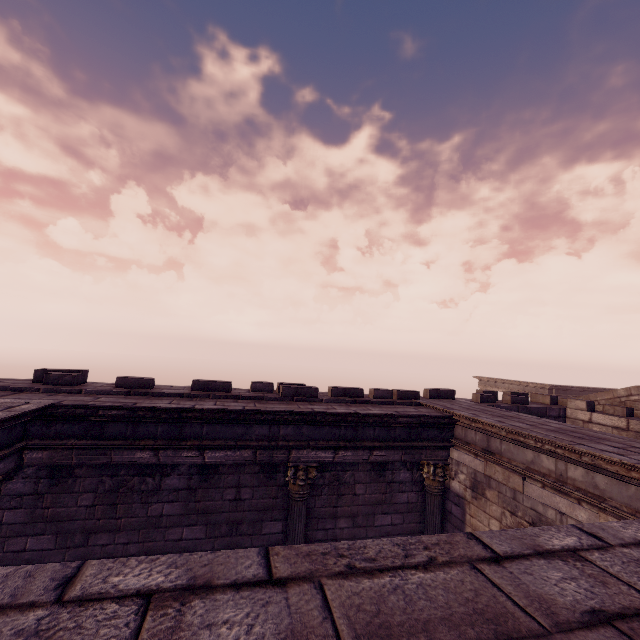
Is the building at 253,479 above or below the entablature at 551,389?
below

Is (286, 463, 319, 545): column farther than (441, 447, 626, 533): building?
Yes

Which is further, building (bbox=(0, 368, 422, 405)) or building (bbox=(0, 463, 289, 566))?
building (bbox=(0, 368, 422, 405))

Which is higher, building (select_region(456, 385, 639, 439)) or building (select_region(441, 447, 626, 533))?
building (select_region(456, 385, 639, 439))

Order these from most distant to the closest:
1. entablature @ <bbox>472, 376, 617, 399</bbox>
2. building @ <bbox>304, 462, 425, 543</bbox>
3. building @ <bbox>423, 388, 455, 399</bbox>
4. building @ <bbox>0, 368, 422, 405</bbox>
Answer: entablature @ <bbox>472, 376, 617, 399</bbox>
building @ <bbox>423, 388, 455, 399</bbox>
building @ <bbox>304, 462, 425, 543</bbox>
building @ <bbox>0, 368, 422, 405</bbox>

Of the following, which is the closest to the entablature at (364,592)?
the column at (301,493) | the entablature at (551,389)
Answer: the column at (301,493)

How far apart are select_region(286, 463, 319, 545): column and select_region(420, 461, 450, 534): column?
2.60m

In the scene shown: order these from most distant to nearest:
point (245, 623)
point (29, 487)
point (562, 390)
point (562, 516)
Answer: point (562, 390)
point (29, 487)
point (562, 516)
point (245, 623)
